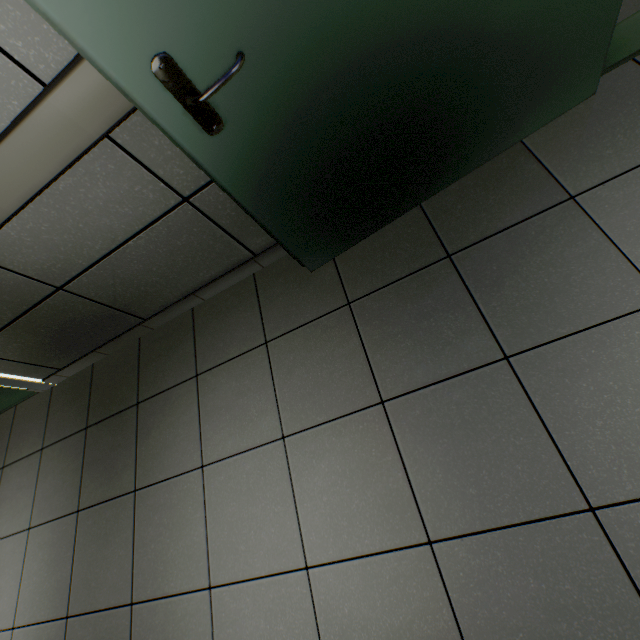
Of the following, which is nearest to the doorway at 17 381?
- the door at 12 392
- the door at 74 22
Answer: the door at 12 392

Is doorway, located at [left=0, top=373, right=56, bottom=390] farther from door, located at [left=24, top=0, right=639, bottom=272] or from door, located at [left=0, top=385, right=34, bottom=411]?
door, located at [left=24, top=0, right=639, bottom=272]

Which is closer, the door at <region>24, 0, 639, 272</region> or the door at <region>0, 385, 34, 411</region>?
the door at <region>24, 0, 639, 272</region>

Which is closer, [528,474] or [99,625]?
[528,474]

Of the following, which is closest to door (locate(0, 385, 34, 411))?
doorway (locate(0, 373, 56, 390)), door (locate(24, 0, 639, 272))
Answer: doorway (locate(0, 373, 56, 390))

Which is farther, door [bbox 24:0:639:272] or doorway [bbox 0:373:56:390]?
doorway [bbox 0:373:56:390]
